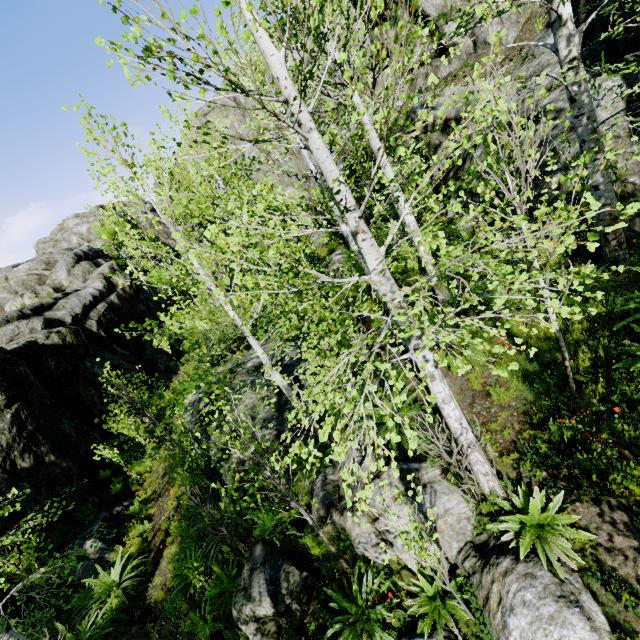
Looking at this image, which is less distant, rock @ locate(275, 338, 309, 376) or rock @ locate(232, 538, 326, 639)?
rock @ locate(232, 538, 326, 639)

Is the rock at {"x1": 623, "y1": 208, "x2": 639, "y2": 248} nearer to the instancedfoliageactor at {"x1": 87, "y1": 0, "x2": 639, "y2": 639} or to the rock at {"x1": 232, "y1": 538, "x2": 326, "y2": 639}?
the instancedfoliageactor at {"x1": 87, "y1": 0, "x2": 639, "y2": 639}

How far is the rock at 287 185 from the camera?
20.67m

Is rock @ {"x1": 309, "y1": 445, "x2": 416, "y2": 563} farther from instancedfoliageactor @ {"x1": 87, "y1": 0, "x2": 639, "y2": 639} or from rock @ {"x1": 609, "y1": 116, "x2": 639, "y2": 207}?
rock @ {"x1": 609, "y1": 116, "x2": 639, "y2": 207}

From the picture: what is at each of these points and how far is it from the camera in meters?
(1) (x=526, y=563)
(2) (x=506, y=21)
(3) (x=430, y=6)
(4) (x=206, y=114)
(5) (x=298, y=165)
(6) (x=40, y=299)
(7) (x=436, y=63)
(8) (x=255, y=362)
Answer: (1) rock, 4.4
(2) rock, 13.6
(3) rock, 15.6
(4) rock, 22.7
(5) rock, 21.4
(6) rock, 22.9
(7) rock, 16.7
(8) rock, 13.3

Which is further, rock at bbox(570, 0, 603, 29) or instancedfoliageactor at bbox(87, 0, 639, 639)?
rock at bbox(570, 0, 603, 29)

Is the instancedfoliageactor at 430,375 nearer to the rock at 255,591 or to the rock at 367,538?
the rock at 367,538
